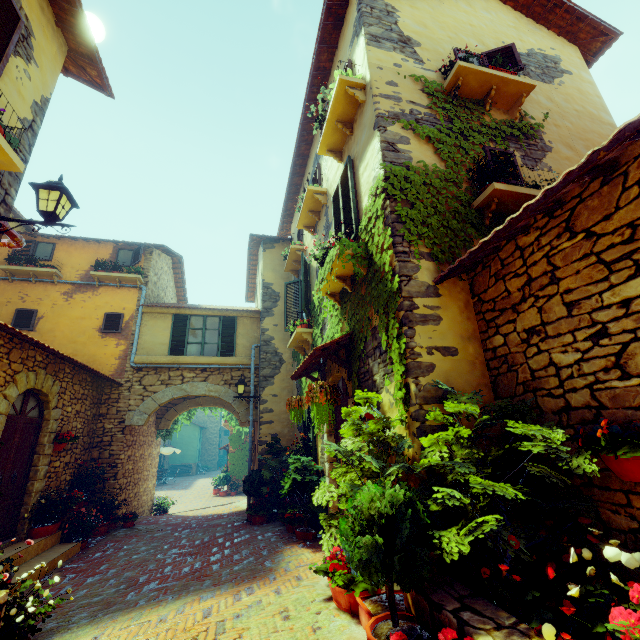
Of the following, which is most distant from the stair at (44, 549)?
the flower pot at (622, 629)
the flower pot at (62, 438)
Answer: the flower pot at (622, 629)

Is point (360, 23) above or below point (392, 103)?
above

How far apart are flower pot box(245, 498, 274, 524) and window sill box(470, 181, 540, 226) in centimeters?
849cm

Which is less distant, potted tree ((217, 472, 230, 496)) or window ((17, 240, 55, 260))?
window ((17, 240, 55, 260))

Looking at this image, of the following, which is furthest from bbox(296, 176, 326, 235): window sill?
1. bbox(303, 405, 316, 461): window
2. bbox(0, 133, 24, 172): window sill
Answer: bbox(0, 133, 24, 172): window sill

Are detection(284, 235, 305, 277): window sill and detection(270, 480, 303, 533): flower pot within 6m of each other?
no

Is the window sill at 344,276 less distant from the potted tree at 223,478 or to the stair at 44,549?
the stair at 44,549

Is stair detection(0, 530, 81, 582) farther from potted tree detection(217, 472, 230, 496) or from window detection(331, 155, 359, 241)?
potted tree detection(217, 472, 230, 496)
